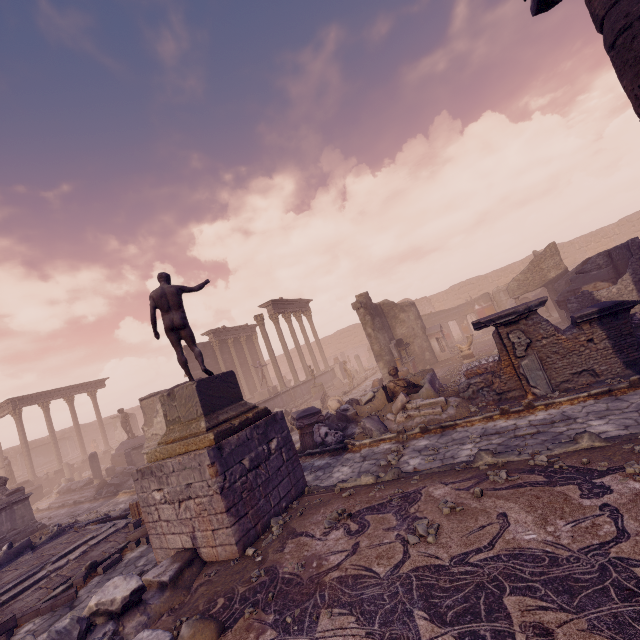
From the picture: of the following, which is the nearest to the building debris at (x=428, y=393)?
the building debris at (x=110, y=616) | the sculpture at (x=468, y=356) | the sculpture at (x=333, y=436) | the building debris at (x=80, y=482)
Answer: the sculpture at (x=333, y=436)

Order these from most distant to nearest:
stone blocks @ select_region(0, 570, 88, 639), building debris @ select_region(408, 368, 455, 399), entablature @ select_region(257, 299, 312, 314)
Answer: entablature @ select_region(257, 299, 312, 314) → building debris @ select_region(408, 368, 455, 399) → stone blocks @ select_region(0, 570, 88, 639)

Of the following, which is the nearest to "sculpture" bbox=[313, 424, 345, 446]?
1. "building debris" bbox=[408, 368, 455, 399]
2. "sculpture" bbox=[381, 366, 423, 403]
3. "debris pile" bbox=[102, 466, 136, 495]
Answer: "building debris" bbox=[408, 368, 455, 399]

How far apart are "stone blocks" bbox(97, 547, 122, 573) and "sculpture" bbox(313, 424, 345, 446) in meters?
5.6 m

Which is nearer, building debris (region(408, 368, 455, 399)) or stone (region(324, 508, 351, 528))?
stone (region(324, 508, 351, 528))

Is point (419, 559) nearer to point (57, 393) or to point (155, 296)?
point (155, 296)

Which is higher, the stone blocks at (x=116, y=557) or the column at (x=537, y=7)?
the column at (x=537, y=7)

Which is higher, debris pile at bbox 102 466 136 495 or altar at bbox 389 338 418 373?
altar at bbox 389 338 418 373
